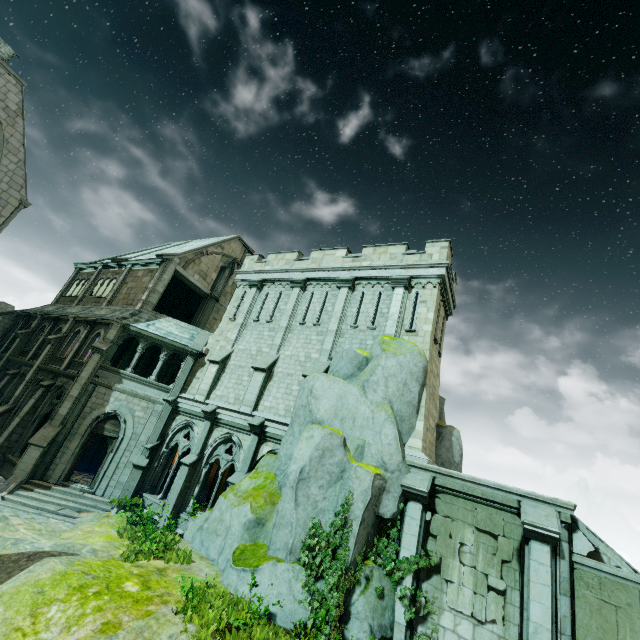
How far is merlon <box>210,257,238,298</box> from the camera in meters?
25.7

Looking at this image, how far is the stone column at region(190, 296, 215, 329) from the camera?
24.4 meters

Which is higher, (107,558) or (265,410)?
(265,410)

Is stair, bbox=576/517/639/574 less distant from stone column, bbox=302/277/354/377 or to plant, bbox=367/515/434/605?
plant, bbox=367/515/434/605

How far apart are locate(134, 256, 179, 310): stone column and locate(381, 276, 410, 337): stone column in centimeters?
1518cm

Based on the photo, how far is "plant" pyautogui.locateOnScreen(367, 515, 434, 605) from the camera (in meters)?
9.86

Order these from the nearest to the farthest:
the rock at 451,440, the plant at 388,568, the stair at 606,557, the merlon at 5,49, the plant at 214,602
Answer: the plant at 214,602
the stair at 606,557
the plant at 388,568
the rock at 451,440
the merlon at 5,49

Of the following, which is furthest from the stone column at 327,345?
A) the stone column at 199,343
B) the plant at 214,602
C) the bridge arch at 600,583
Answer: the bridge arch at 600,583
